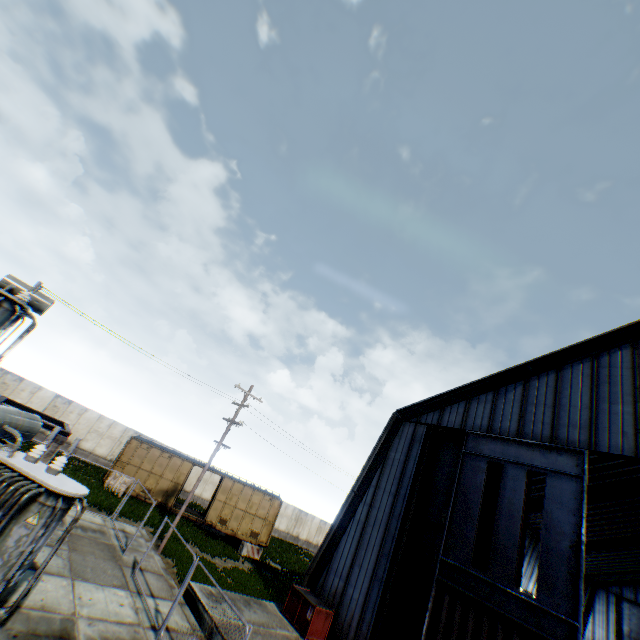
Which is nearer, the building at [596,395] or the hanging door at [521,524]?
the hanging door at [521,524]

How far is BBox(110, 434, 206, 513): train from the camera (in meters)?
23.47

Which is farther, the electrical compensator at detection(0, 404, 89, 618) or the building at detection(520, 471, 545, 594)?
the building at detection(520, 471, 545, 594)

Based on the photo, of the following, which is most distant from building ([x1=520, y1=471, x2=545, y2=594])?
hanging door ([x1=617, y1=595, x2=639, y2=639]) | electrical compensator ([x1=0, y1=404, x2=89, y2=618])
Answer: electrical compensator ([x1=0, y1=404, x2=89, y2=618])

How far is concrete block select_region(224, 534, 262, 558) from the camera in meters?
23.8 m

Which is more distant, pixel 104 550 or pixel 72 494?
pixel 104 550

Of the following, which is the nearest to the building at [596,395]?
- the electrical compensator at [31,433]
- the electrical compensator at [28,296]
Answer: the electrical compensator at [31,433]

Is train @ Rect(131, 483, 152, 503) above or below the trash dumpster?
below
